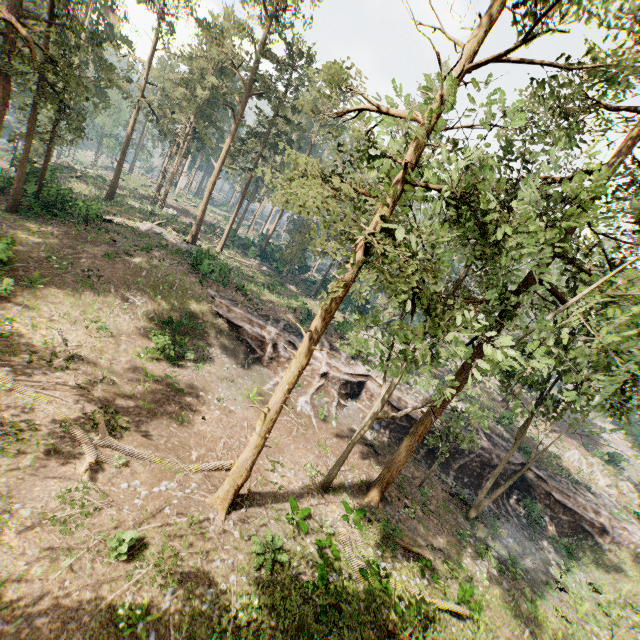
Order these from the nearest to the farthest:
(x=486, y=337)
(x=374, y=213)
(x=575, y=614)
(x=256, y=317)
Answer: (x=374, y=213) → (x=486, y=337) → (x=575, y=614) → (x=256, y=317)

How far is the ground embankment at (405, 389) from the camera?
28.1 meters

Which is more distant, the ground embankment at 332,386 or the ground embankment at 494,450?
the ground embankment at 494,450

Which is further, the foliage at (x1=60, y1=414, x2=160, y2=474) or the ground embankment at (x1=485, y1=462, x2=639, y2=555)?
the ground embankment at (x1=485, y1=462, x2=639, y2=555)

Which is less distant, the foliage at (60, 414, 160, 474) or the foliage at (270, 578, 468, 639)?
the foliage at (270, 578, 468, 639)

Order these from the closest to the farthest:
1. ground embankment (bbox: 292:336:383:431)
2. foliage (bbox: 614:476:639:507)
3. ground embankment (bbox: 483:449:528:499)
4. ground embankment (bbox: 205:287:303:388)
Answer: ground embankment (bbox: 292:336:383:431) < ground embankment (bbox: 205:287:303:388) < ground embankment (bbox: 483:449:528:499) < foliage (bbox: 614:476:639:507)
